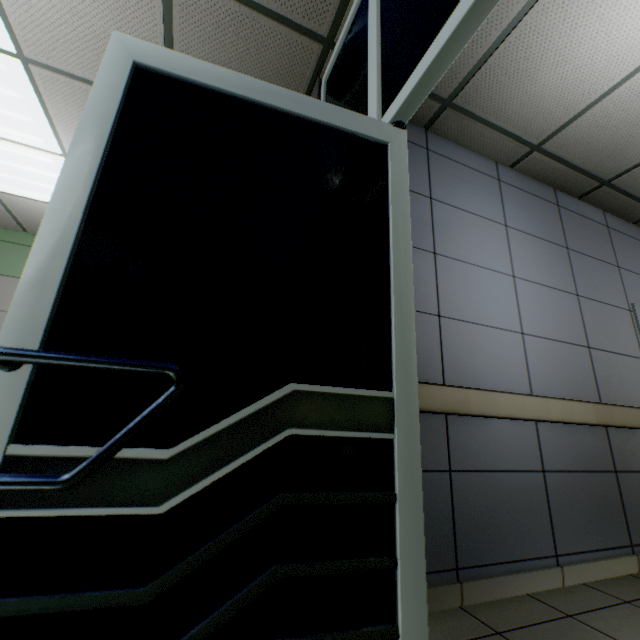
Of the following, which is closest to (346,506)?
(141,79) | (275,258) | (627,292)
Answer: (275,258)
